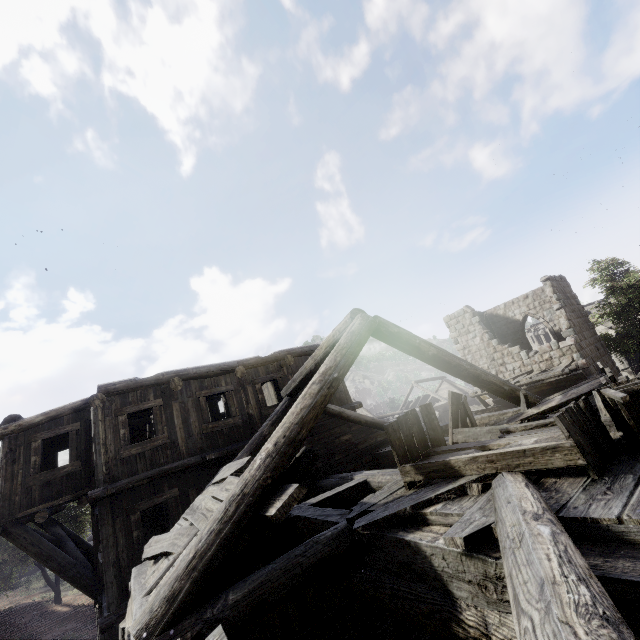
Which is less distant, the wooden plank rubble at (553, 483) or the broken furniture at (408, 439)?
the wooden plank rubble at (553, 483)

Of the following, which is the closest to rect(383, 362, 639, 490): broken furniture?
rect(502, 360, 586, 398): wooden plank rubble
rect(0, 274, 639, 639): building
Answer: rect(0, 274, 639, 639): building

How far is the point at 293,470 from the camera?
4.43m

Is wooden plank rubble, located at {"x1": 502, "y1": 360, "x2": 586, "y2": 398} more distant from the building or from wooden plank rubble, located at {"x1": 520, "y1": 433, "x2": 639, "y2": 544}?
wooden plank rubble, located at {"x1": 520, "y1": 433, "x2": 639, "y2": 544}

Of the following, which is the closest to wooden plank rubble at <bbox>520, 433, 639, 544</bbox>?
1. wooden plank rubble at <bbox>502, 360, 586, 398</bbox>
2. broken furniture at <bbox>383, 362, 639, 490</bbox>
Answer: broken furniture at <bbox>383, 362, 639, 490</bbox>

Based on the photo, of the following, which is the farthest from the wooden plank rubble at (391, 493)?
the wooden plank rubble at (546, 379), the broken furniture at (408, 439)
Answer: the wooden plank rubble at (546, 379)

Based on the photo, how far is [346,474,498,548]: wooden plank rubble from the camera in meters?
2.7 m

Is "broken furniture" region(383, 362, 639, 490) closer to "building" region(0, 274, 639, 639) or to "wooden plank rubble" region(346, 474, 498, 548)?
"wooden plank rubble" region(346, 474, 498, 548)
